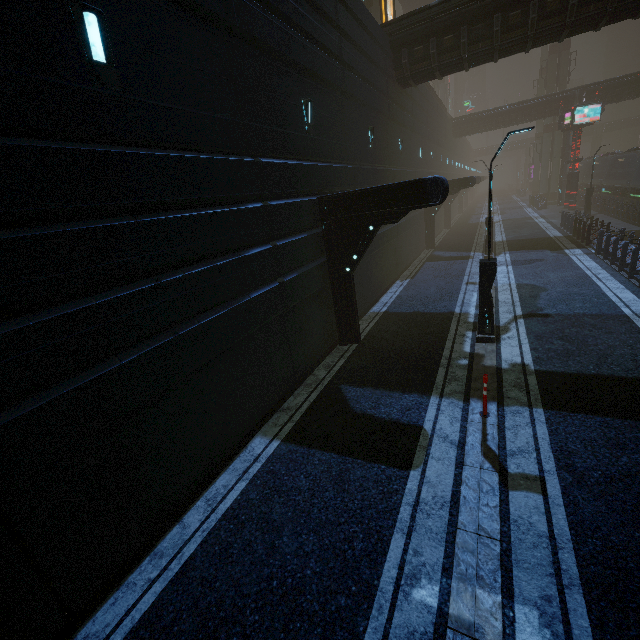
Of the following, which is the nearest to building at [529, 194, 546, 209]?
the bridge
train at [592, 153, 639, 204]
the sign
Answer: train at [592, 153, 639, 204]

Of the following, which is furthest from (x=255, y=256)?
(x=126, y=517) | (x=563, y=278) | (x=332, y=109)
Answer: (x=563, y=278)

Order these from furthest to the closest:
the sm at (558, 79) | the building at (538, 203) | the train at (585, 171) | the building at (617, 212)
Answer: the sm at (558, 79) → the train at (585, 171) → the building at (538, 203) → the building at (617, 212)

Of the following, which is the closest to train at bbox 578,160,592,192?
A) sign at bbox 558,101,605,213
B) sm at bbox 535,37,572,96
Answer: sm at bbox 535,37,572,96

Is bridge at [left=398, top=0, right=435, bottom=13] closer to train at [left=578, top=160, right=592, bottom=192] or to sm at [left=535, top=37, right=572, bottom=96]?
sm at [left=535, top=37, right=572, bottom=96]

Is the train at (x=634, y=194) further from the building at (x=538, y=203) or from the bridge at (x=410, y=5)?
the bridge at (x=410, y=5)

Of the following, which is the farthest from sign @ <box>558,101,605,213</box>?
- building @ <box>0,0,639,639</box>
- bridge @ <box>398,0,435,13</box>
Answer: bridge @ <box>398,0,435,13</box>

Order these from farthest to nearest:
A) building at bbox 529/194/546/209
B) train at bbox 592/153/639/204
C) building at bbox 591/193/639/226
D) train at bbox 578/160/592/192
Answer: train at bbox 578/160/592/192
building at bbox 529/194/546/209
train at bbox 592/153/639/204
building at bbox 591/193/639/226
